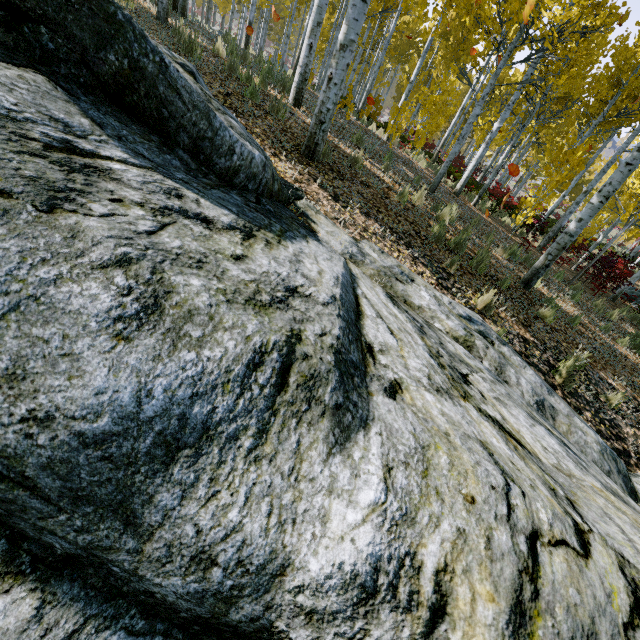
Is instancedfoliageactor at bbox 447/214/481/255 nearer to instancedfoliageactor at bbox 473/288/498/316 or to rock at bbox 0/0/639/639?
rock at bbox 0/0/639/639

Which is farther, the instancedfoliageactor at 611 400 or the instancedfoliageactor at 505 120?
the instancedfoliageactor at 505 120

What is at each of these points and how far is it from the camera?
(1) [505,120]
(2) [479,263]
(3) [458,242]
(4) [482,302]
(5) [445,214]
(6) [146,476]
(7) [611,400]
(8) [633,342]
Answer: (1) instancedfoliageactor, 10.3m
(2) instancedfoliageactor, 5.7m
(3) instancedfoliageactor, 5.8m
(4) instancedfoliageactor, 4.8m
(5) instancedfoliageactor, 6.6m
(6) rock, 0.8m
(7) instancedfoliageactor, 4.8m
(8) instancedfoliageactor, 8.0m

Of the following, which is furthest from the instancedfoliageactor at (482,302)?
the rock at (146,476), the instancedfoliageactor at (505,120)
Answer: the instancedfoliageactor at (505,120)

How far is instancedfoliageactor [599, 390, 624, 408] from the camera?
4.75m

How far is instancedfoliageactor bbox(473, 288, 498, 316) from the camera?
4.7m

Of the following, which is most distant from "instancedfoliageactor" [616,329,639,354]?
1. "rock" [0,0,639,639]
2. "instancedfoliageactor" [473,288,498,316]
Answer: "instancedfoliageactor" [473,288,498,316]
